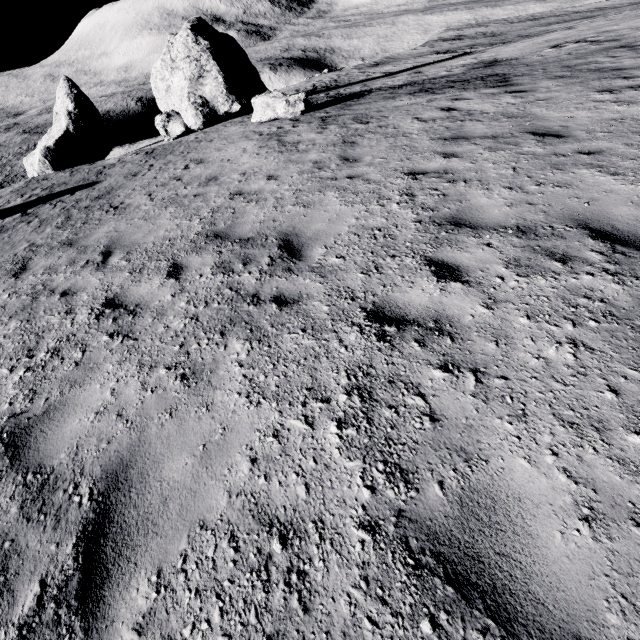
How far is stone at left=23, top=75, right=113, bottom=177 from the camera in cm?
2358

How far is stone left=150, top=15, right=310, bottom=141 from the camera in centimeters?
1564cm

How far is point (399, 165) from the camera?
6.77m

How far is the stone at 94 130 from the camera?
23.58m

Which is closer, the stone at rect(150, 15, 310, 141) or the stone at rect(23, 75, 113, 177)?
the stone at rect(150, 15, 310, 141)

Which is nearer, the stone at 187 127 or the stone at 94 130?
the stone at 187 127
